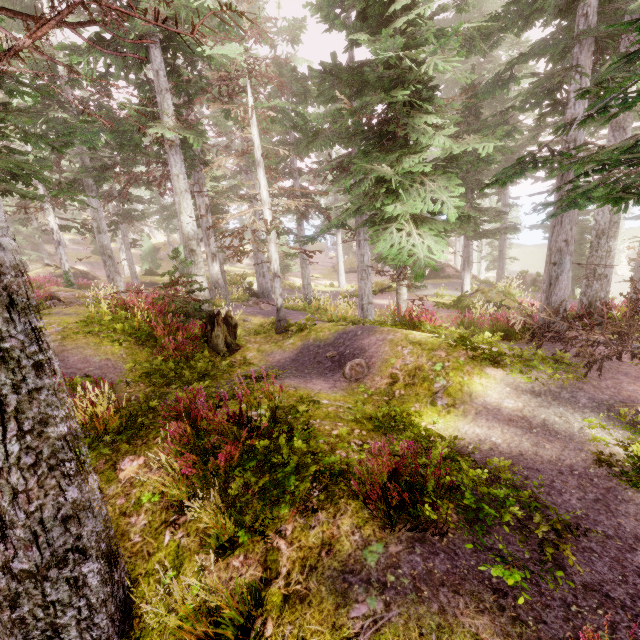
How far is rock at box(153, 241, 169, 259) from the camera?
48.1 meters

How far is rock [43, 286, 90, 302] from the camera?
14.2m

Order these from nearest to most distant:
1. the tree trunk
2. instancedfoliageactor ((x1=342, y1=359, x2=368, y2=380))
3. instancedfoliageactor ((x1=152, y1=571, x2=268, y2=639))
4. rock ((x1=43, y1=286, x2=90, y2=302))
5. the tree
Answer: instancedfoliageactor ((x1=152, y1=571, x2=268, y2=639)), the tree, instancedfoliageactor ((x1=342, y1=359, x2=368, y2=380)), the tree trunk, rock ((x1=43, y1=286, x2=90, y2=302))

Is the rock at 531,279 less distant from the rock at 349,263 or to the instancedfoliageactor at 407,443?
the instancedfoliageactor at 407,443

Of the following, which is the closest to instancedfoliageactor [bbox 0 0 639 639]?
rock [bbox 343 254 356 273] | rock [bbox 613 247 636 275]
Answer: rock [bbox 613 247 636 275]

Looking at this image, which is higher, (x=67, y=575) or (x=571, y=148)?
(x=571, y=148)

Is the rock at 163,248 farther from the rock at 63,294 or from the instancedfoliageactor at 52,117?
the rock at 63,294
